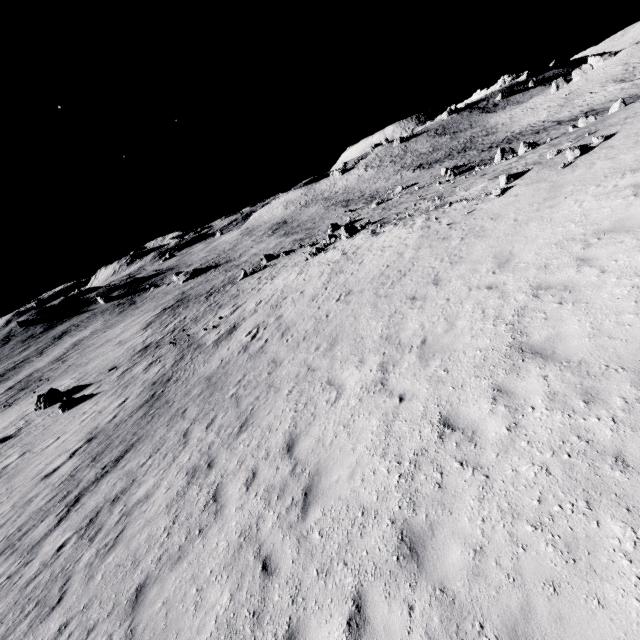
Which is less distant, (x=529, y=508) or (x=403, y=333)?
(x=529, y=508)
